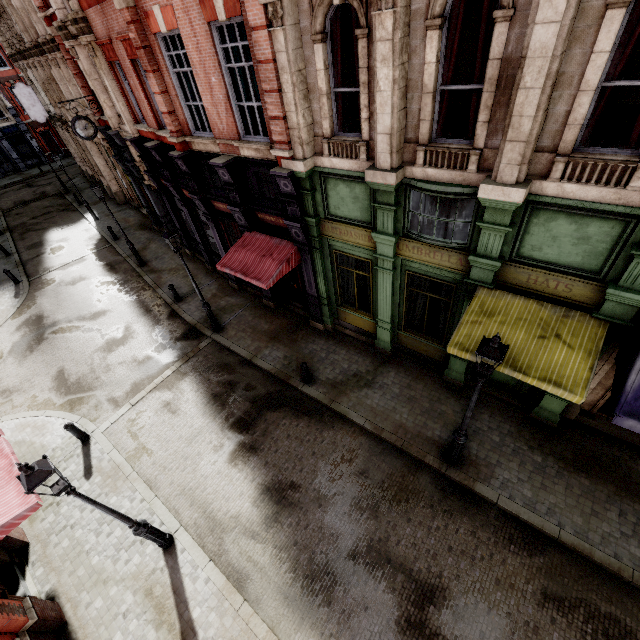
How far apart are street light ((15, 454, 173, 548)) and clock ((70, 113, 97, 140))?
16.2 meters

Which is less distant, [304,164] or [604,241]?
[604,241]

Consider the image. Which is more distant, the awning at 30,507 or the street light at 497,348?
the awning at 30,507

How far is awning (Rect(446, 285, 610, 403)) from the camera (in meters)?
6.07

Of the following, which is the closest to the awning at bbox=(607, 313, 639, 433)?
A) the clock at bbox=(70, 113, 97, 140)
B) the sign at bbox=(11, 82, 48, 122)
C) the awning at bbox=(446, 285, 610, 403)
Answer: the awning at bbox=(446, 285, 610, 403)

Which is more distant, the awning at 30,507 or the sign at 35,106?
the sign at 35,106

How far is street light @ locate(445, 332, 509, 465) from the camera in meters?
5.3 m

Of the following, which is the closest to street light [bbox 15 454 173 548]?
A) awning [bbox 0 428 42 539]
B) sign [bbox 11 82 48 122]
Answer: awning [bbox 0 428 42 539]
